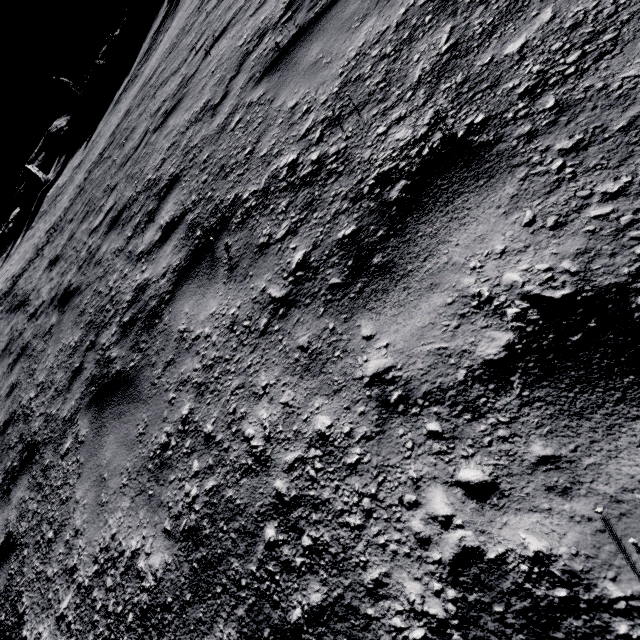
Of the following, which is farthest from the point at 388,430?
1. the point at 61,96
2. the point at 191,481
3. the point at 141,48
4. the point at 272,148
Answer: the point at 61,96

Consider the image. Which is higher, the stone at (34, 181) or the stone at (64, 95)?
the stone at (64, 95)

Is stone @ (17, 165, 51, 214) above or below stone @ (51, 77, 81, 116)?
below

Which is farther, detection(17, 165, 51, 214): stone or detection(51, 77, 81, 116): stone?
detection(51, 77, 81, 116): stone

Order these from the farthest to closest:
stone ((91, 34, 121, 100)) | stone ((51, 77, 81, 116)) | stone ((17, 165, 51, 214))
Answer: stone ((51, 77, 81, 116))
stone ((91, 34, 121, 100))
stone ((17, 165, 51, 214))

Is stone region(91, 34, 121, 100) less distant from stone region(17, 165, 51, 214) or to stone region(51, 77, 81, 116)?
stone region(51, 77, 81, 116)

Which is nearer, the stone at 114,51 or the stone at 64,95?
the stone at 114,51
